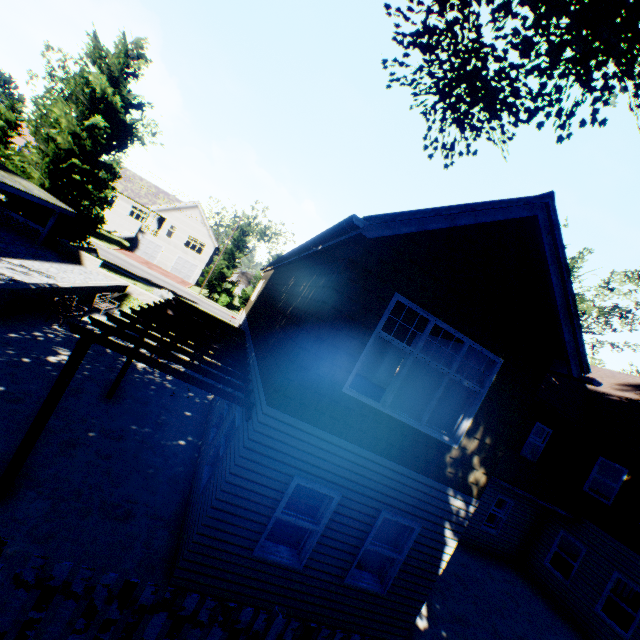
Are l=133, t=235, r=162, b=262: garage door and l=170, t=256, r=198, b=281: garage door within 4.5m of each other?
yes

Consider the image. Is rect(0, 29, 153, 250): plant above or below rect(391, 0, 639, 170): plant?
below

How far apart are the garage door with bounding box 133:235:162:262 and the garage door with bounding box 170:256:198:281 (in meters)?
2.16

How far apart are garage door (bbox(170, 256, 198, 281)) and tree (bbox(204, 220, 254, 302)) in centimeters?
616cm

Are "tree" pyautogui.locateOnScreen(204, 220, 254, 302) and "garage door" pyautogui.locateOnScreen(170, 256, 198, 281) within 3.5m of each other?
no

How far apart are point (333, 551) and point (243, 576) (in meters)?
1.70

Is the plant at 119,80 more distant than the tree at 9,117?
No

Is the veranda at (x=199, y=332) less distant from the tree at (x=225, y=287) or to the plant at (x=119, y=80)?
the plant at (x=119, y=80)
